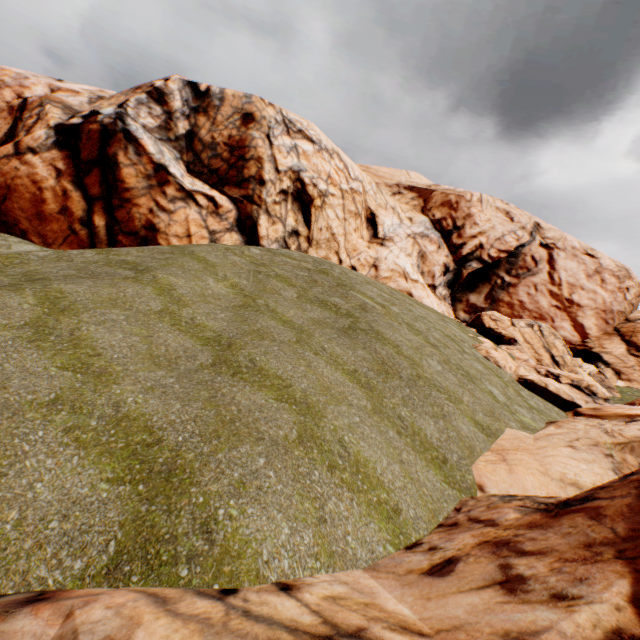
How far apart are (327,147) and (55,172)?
18.50m
